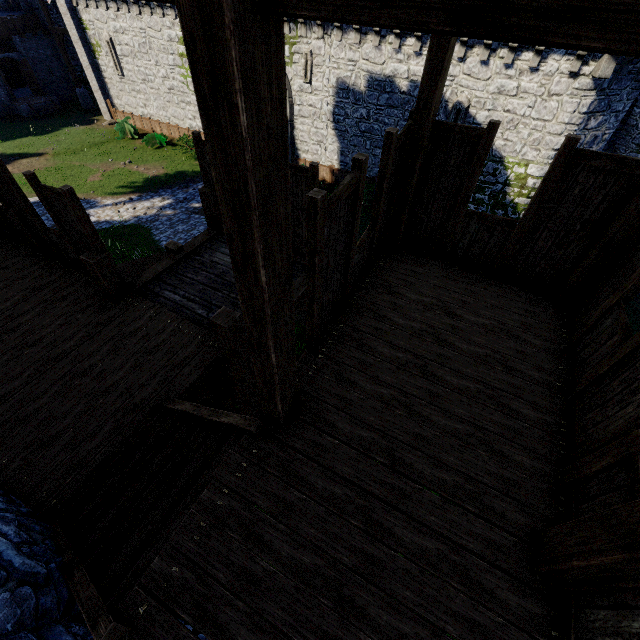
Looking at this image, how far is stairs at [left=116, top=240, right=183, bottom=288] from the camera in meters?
7.0 m

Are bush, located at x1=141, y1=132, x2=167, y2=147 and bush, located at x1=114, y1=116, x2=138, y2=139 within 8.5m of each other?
yes

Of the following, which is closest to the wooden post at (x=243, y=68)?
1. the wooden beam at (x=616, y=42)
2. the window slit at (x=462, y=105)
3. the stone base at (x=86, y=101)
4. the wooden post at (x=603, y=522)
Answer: the wooden beam at (x=616, y=42)

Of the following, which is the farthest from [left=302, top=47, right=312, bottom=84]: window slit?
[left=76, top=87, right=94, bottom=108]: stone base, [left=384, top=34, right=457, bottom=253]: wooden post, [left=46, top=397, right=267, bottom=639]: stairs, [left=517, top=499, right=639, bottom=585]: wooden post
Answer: [left=76, top=87, right=94, bottom=108]: stone base

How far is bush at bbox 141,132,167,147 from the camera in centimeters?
2351cm

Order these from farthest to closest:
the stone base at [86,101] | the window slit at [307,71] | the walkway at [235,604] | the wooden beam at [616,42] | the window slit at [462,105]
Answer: the stone base at [86,101]
the window slit at [307,71]
the window slit at [462,105]
the walkway at [235,604]
the wooden beam at [616,42]

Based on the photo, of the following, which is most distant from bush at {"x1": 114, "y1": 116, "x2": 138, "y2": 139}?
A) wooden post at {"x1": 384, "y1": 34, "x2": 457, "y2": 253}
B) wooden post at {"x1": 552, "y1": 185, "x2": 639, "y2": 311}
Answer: wooden post at {"x1": 552, "y1": 185, "x2": 639, "y2": 311}

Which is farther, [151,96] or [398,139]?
[151,96]
